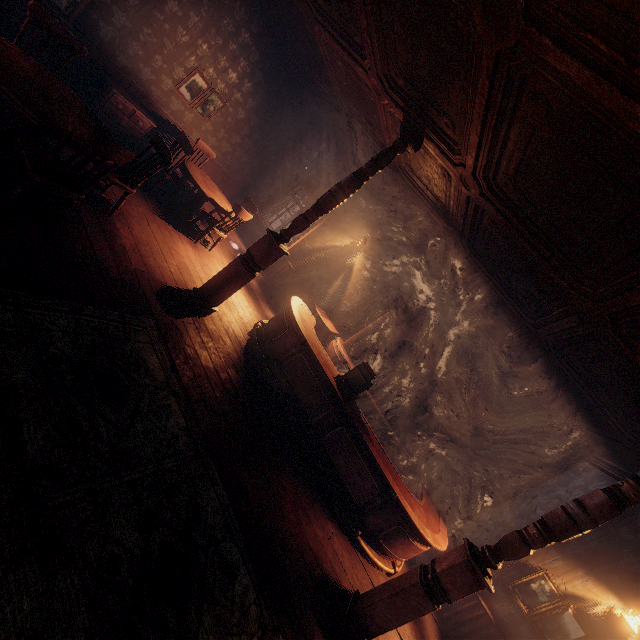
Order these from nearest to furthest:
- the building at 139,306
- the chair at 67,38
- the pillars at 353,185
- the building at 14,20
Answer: the building at 139,306 → the chair at 67,38 → the pillars at 353,185 → the building at 14,20

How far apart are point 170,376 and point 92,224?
2.2m

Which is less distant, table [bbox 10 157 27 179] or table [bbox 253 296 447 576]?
table [bbox 10 157 27 179]

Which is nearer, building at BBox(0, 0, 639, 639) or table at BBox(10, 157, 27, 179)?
building at BBox(0, 0, 639, 639)

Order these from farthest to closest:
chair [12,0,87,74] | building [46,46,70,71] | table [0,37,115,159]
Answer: building [46,46,70,71] → chair [12,0,87,74] → table [0,37,115,159]

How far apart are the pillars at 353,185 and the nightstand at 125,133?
4.0 meters

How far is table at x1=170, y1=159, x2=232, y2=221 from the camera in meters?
6.2 m

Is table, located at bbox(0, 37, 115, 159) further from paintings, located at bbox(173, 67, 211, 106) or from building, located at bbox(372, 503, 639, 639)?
paintings, located at bbox(173, 67, 211, 106)
